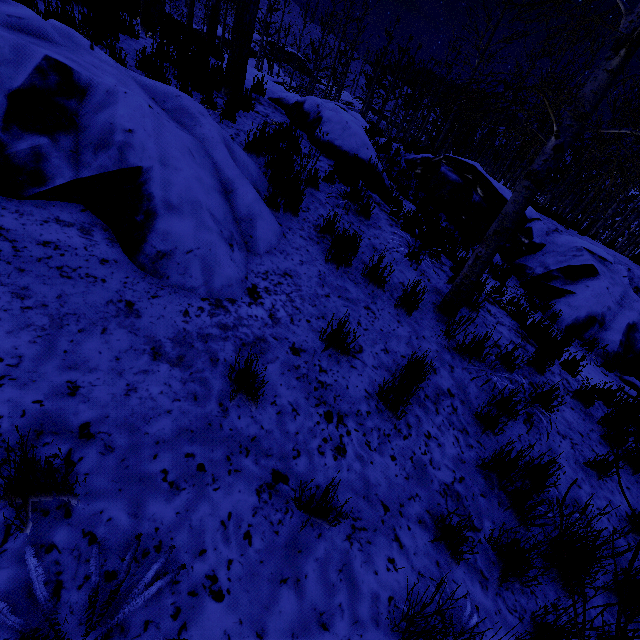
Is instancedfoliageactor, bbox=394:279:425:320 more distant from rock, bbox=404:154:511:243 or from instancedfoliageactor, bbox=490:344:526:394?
rock, bbox=404:154:511:243

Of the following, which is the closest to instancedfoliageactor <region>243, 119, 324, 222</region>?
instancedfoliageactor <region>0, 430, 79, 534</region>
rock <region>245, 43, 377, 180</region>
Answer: rock <region>245, 43, 377, 180</region>

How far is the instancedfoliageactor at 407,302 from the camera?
3.6m

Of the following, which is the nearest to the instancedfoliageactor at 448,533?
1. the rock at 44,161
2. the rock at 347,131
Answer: the rock at 347,131

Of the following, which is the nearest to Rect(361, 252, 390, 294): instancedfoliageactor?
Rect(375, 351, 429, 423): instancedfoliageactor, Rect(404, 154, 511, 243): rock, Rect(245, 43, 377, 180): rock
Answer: Rect(375, 351, 429, 423): instancedfoliageactor

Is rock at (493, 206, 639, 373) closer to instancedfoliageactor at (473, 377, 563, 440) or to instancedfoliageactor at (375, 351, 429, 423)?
instancedfoliageactor at (473, 377, 563, 440)

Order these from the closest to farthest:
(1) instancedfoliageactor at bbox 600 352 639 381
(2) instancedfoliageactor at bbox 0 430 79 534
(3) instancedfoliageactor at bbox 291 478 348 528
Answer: (2) instancedfoliageactor at bbox 0 430 79 534 < (3) instancedfoliageactor at bbox 291 478 348 528 < (1) instancedfoliageactor at bbox 600 352 639 381

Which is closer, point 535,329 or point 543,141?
point 543,141
